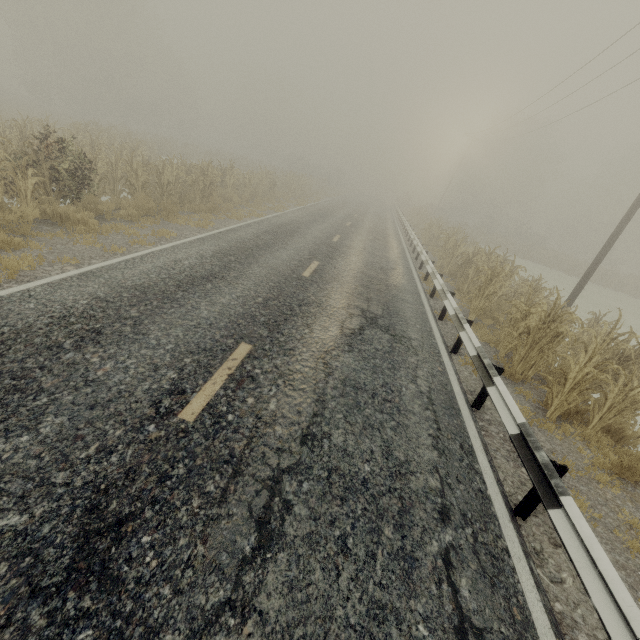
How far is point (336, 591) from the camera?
2.4 meters

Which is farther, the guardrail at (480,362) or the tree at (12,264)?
the tree at (12,264)

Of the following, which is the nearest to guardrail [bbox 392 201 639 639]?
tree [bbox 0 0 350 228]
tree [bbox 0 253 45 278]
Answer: tree [bbox 0 0 350 228]

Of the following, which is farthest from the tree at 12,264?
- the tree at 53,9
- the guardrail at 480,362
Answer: the guardrail at 480,362

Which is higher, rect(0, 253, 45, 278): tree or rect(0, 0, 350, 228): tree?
rect(0, 0, 350, 228): tree

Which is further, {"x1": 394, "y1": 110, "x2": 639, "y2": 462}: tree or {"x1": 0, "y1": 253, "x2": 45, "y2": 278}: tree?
{"x1": 394, "y1": 110, "x2": 639, "y2": 462}: tree

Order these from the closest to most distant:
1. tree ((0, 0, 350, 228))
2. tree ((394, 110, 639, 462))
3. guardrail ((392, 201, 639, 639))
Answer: guardrail ((392, 201, 639, 639)), tree ((394, 110, 639, 462)), tree ((0, 0, 350, 228))
